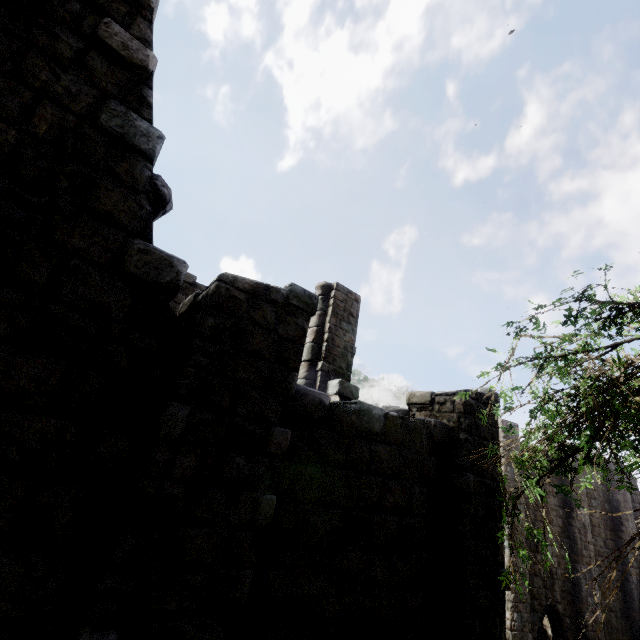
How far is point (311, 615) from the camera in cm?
373
